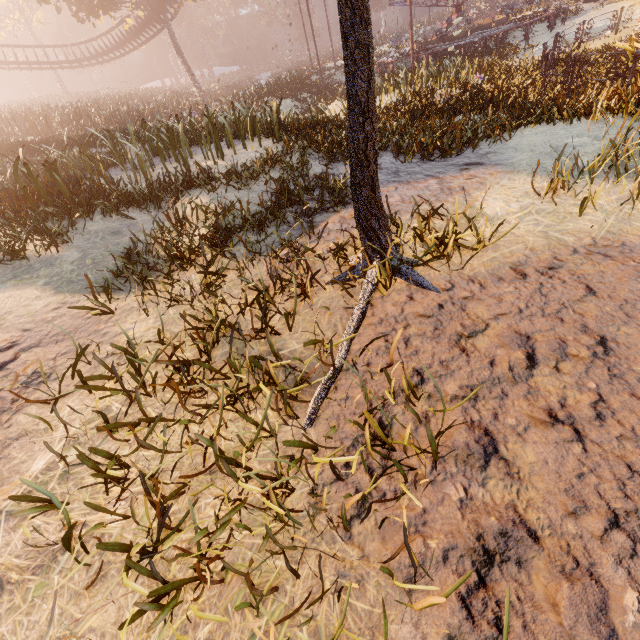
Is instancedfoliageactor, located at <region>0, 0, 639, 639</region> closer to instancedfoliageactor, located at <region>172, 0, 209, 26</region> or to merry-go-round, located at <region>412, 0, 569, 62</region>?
merry-go-round, located at <region>412, 0, 569, 62</region>

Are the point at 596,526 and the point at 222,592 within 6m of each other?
yes

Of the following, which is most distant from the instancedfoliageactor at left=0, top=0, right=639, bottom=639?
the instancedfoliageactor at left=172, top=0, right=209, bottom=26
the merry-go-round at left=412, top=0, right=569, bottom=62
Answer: the instancedfoliageactor at left=172, top=0, right=209, bottom=26

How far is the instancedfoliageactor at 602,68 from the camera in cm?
1057

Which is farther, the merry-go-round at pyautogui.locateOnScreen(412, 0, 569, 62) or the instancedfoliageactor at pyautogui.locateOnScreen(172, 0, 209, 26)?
the instancedfoliageactor at pyautogui.locateOnScreen(172, 0, 209, 26)

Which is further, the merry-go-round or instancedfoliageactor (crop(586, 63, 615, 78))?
the merry-go-round

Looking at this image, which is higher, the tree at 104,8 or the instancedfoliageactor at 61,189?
the tree at 104,8

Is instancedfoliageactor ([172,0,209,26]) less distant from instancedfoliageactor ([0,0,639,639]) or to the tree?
the tree
